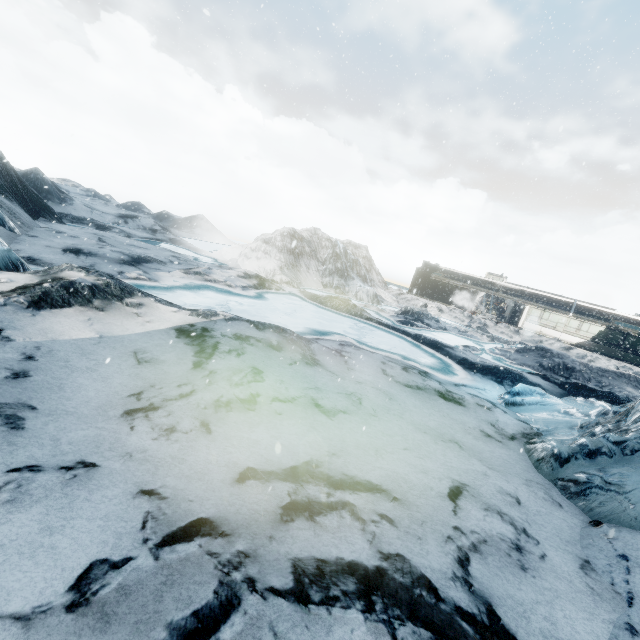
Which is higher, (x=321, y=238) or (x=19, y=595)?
(x=321, y=238)
